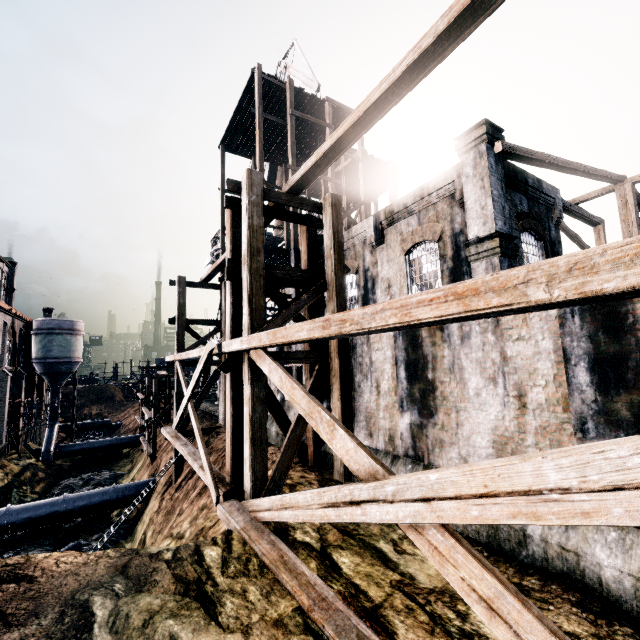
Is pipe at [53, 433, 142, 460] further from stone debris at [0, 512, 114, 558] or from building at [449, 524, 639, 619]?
building at [449, 524, 639, 619]

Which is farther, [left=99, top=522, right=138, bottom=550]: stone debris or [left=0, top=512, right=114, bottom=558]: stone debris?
[left=99, top=522, right=138, bottom=550]: stone debris

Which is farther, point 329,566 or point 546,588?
point 329,566

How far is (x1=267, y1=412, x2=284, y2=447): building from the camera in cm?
1573

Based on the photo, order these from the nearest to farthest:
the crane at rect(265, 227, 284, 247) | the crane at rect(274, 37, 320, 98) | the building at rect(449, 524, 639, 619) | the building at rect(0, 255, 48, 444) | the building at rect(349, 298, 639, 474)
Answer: the building at rect(449, 524, 639, 619), the building at rect(349, 298, 639, 474), the crane at rect(274, 37, 320, 98), the building at rect(0, 255, 48, 444), the crane at rect(265, 227, 284, 247)

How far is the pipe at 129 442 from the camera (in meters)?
37.76

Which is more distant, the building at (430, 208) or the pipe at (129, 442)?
the pipe at (129, 442)

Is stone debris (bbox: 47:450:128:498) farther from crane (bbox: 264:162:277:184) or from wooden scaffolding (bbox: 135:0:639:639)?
crane (bbox: 264:162:277:184)
